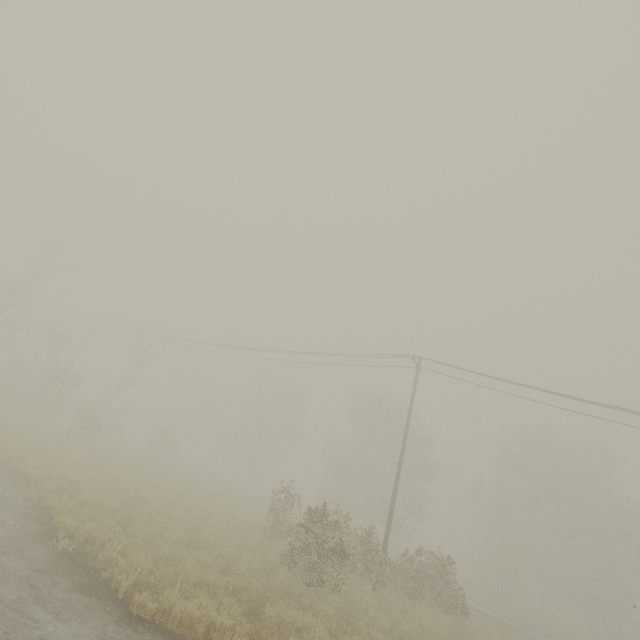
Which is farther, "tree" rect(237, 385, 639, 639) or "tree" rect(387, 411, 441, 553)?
"tree" rect(387, 411, 441, 553)

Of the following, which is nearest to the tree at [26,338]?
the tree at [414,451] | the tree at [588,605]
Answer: the tree at [414,451]

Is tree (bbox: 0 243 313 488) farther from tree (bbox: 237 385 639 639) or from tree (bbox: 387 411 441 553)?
tree (bbox: 237 385 639 639)

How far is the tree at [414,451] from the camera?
34.2m

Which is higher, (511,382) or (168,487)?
(511,382)

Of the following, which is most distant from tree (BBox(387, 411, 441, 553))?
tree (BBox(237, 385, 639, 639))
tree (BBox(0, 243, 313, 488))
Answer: tree (BBox(237, 385, 639, 639))
